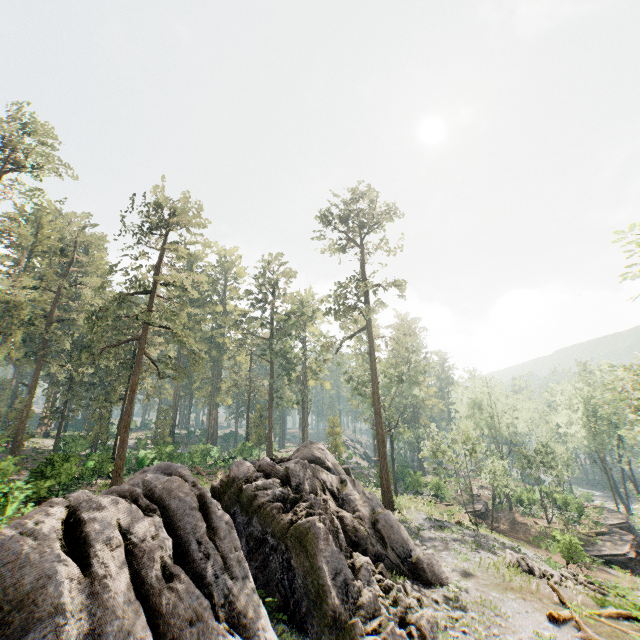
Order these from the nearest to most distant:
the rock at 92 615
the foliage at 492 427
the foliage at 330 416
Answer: the rock at 92 615 → the foliage at 492 427 → the foliage at 330 416

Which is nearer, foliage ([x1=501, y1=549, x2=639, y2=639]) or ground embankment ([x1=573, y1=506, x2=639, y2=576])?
→ foliage ([x1=501, y1=549, x2=639, y2=639])

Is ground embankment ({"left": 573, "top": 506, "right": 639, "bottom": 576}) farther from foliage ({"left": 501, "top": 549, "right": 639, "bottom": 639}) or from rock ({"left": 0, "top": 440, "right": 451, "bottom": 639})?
rock ({"left": 0, "top": 440, "right": 451, "bottom": 639})

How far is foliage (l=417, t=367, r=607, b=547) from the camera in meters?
30.6 m

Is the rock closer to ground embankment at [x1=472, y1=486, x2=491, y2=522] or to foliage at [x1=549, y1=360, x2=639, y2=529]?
foliage at [x1=549, y1=360, x2=639, y2=529]

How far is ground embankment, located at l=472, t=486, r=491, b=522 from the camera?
38.1m

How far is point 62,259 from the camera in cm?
3756

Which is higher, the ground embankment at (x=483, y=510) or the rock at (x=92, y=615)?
the rock at (x=92, y=615)
